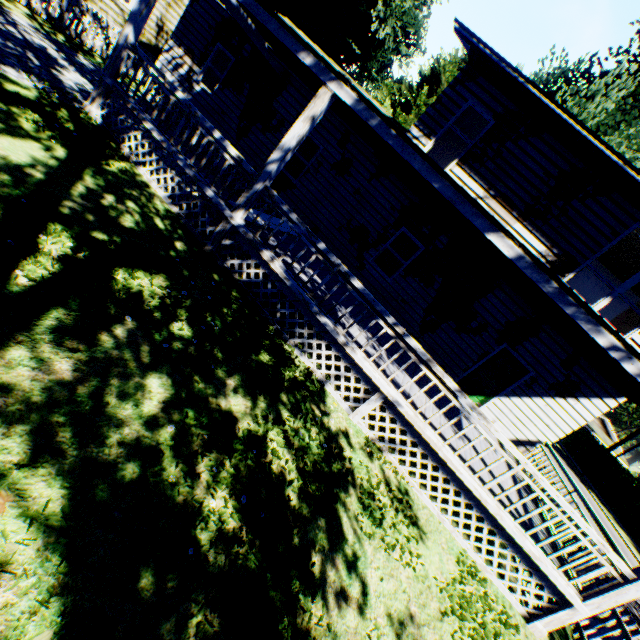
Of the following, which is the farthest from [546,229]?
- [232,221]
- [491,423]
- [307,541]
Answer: [307,541]

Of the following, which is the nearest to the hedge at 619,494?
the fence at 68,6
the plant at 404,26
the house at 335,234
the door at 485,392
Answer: the plant at 404,26

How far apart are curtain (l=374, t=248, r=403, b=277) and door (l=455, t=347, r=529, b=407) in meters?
3.7

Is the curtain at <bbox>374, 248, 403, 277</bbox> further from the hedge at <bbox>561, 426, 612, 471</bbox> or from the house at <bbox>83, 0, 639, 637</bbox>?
the hedge at <bbox>561, 426, 612, 471</bbox>

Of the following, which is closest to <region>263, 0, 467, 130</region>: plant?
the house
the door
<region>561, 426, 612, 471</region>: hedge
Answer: the house

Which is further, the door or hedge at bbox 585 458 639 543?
hedge at bbox 585 458 639 543

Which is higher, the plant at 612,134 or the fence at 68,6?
the plant at 612,134
